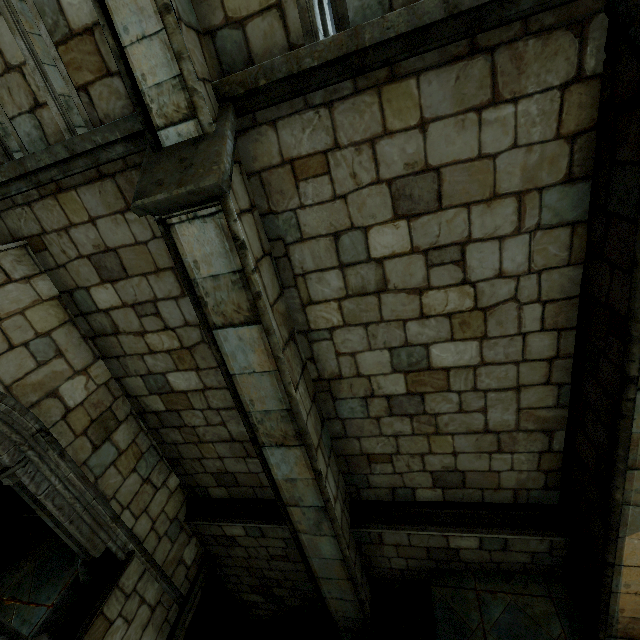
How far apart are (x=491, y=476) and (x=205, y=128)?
5.5m
